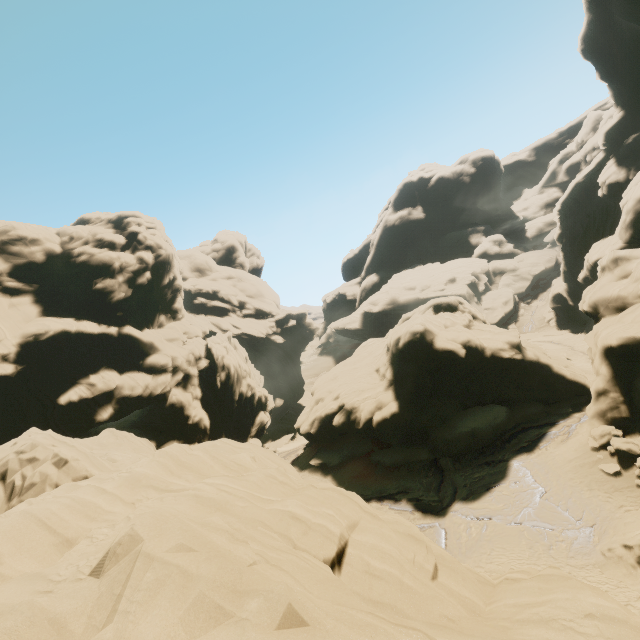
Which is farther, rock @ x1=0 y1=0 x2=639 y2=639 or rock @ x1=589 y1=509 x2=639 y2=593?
rock @ x1=589 y1=509 x2=639 y2=593

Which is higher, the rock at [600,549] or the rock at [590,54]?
the rock at [590,54]

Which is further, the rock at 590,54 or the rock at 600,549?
the rock at 600,549

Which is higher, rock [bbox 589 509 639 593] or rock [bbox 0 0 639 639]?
rock [bbox 0 0 639 639]

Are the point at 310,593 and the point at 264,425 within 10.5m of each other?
no
